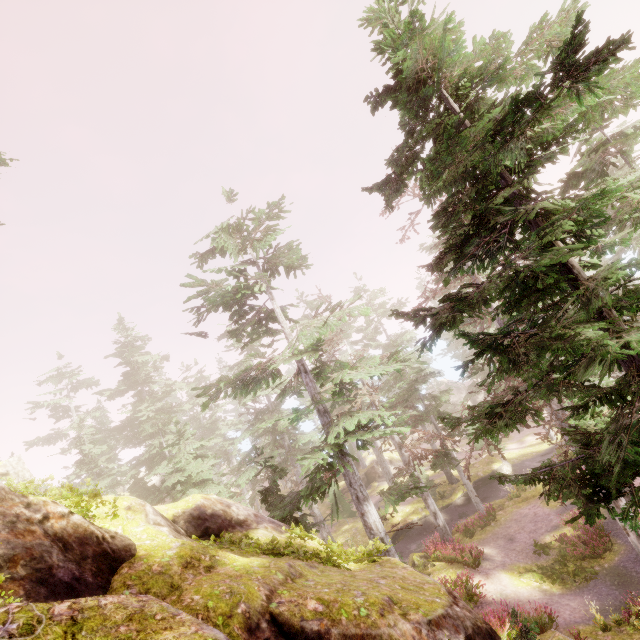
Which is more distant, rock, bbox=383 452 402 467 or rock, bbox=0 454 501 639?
rock, bbox=383 452 402 467

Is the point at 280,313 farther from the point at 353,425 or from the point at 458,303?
the point at 458,303

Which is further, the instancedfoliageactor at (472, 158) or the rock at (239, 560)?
the instancedfoliageactor at (472, 158)

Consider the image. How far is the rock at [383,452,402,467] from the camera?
43.6 meters

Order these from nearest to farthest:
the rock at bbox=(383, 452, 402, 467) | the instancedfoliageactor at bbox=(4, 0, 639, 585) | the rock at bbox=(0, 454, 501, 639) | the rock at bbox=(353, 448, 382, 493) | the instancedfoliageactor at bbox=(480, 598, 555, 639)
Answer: the rock at bbox=(0, 454, 501, 639) < the instancedfoliageactor at bbox=(4, 0, 639, 585) < the instancedfoliageactor at bbox=(480, 598, 555, 639) < the rock at bbox=(353, 448, 382, 493) < the rock at bbox=(383, 452, 402, 467)

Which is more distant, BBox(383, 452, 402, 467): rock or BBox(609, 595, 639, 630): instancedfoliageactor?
BBox(383, 452, 402, 467): rock

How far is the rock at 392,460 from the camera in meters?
43.6 m
